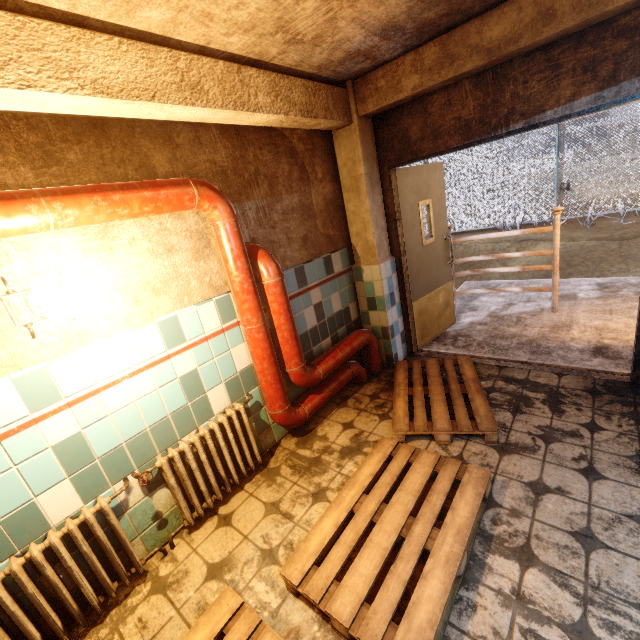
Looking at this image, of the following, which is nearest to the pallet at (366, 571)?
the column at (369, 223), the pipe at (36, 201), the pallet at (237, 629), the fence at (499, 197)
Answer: the pallet at (237, 629)

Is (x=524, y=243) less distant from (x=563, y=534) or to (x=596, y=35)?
(x=596, y=35)

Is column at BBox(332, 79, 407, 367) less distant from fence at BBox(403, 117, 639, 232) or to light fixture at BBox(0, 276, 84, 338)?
light fixture at BBox(0, 276, 84, 338)

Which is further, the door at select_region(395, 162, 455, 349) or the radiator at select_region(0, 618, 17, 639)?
the door at select_region(395, 162, 455, 349)

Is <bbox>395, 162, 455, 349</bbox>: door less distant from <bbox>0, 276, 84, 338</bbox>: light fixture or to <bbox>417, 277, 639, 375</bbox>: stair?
<bbox>417, 277, 639, 375</bbox>: stair

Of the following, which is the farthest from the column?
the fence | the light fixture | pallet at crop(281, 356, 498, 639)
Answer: the fence

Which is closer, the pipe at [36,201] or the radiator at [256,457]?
the pipe at [36,201]

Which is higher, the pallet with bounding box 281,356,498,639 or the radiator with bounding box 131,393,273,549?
the radiator with bounding box 131,393,273,549
